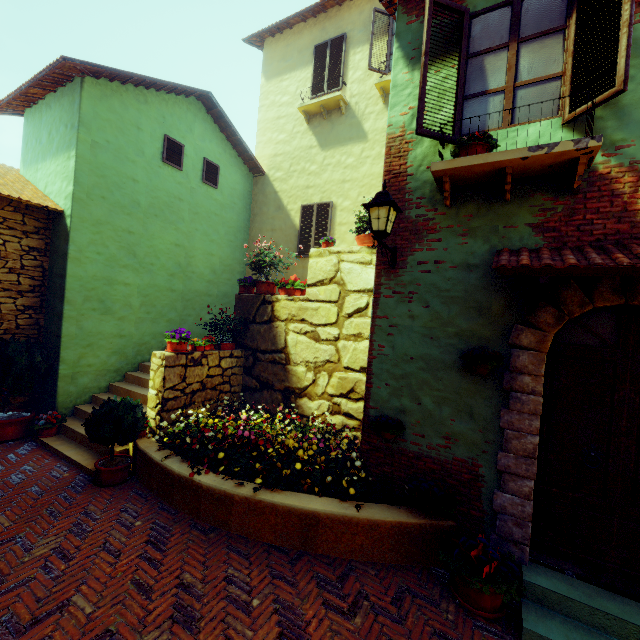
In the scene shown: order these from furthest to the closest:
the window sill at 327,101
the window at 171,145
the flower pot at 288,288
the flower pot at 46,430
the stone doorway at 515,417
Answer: the window sill at 327,101
the window at 171,145
the flower pot at 288,288
the flower pot at 46,430
the stone doorway at 515,417

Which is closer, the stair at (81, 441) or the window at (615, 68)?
the window at (615, 68)

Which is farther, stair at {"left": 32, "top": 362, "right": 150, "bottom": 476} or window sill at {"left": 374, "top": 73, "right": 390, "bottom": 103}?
window sill at {"left": 374, "top": 73, "right": 390, "bottom": 103}

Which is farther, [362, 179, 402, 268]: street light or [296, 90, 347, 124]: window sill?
[296, 90, 347, 124]: window sill

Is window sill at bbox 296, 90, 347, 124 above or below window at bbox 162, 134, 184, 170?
above

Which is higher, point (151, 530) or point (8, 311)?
point (8, 311)

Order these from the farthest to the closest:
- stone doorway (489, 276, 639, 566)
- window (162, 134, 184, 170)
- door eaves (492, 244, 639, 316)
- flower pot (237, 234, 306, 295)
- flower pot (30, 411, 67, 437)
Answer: window (162, 134, 184, 170)
flower pot (237, 234, 306, 295)
flower pot (30, 411, 67, 437)
stone doorway (489, 276, 639, 566)
door eaves (492, 244, 639, 316)

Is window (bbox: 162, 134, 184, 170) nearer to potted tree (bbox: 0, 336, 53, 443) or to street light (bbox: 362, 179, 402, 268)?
street light (bbox: 362, 179, 402, 268)
